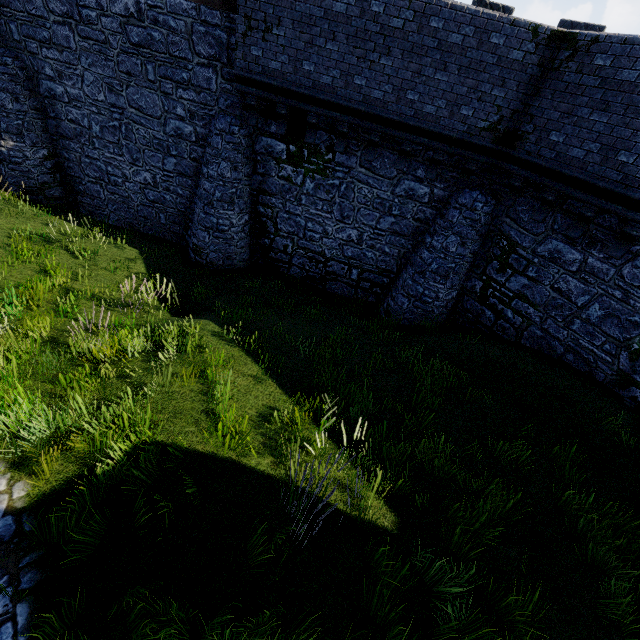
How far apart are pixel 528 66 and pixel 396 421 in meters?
9.1
